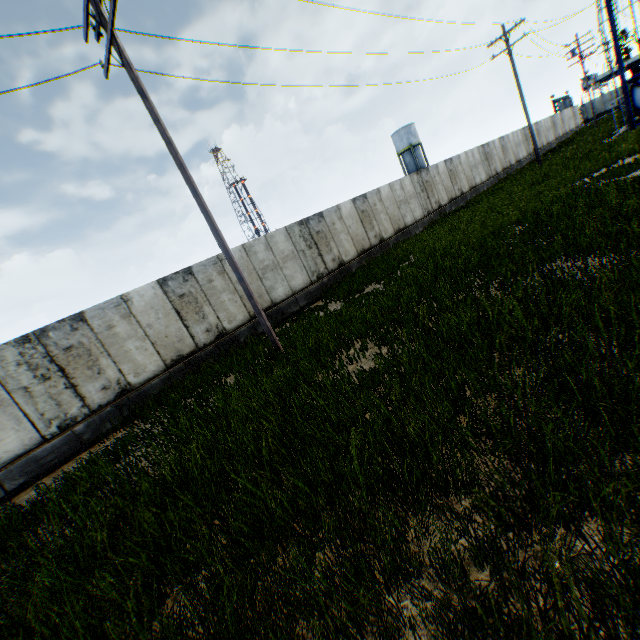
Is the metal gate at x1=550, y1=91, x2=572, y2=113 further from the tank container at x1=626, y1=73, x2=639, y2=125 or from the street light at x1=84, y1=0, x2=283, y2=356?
the street light at x1=84, y1=0, x2=283, y2=356

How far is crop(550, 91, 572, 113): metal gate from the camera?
53.47m

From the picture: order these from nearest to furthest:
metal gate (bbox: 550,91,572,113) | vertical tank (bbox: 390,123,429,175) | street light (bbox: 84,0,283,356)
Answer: street light (bbox: 84,0,283,356) < vertical tank (bbox: 390,123,429,175) < metal gate (bbox: 550,91,572,113)

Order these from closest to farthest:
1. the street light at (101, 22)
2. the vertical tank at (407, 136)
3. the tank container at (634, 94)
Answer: the street light at (101, 22) → the tank container at (634, 94) → the vertical tank at (407, 136)

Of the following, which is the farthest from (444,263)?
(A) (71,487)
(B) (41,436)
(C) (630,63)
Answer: (C) (630,63)

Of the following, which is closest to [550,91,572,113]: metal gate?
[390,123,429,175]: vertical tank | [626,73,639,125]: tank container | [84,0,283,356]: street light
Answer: → [390,123,429,175]: vertical tank

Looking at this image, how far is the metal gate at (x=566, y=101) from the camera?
53.5 meters
